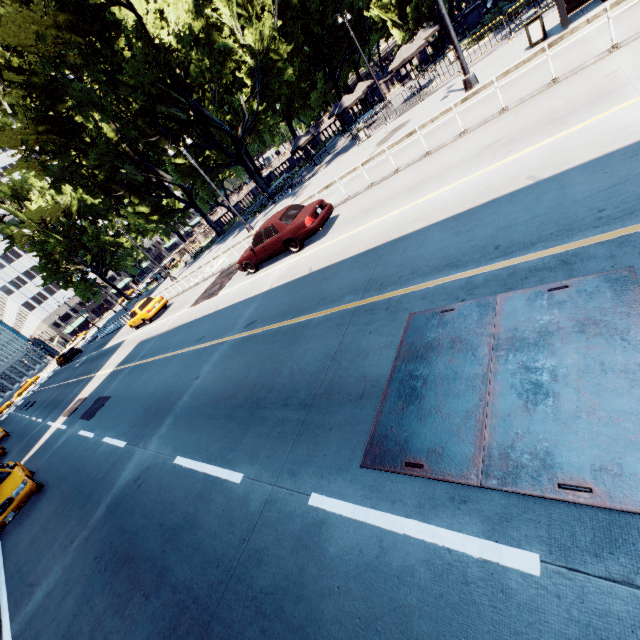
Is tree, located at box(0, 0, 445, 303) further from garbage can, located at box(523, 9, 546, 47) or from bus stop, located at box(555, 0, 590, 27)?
garbage can, located at box(523, 9, 546, 47)

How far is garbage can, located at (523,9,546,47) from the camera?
11.4m

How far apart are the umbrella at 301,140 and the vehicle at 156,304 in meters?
17.0

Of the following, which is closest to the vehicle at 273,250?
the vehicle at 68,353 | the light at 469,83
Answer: the light at 469,83

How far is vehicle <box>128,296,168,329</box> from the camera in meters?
22.5

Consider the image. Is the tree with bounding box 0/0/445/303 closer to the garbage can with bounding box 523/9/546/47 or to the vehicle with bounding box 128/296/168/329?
the garbage can with bounding box 523/9/546/47

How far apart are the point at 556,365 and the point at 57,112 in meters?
39.5

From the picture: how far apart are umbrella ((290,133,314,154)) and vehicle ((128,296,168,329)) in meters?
17.0
